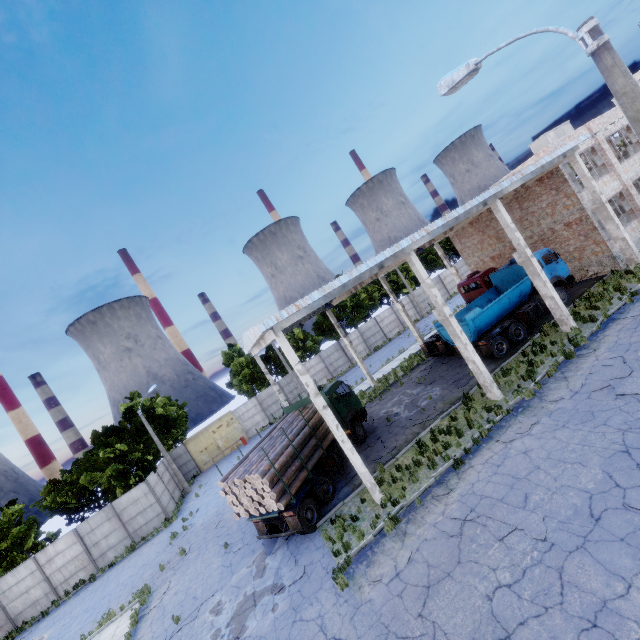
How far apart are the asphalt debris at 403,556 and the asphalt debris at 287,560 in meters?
2.7

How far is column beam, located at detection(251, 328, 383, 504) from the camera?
12.16m

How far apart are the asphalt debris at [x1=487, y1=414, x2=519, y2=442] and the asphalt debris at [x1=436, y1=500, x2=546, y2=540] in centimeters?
264cm

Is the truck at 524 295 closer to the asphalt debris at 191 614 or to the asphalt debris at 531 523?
the asphalt debris at 531 523

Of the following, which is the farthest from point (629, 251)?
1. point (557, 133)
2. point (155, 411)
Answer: point (155, 411)

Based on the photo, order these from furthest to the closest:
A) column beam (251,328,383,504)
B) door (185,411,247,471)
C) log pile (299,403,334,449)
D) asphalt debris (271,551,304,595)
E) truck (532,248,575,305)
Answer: door (185,411,247,471)
truck (532,248,575,305)
log pile (299,403,334,449)
column beam (251,328,383,504)
asphalt debris (271,551,304,595)

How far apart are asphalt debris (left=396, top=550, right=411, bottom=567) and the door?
→ 28.5 meters

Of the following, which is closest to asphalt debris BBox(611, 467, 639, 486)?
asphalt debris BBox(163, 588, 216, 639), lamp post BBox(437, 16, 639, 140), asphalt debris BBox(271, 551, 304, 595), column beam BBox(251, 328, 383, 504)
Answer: lamp post BBox(437, 16, 639, 140)
